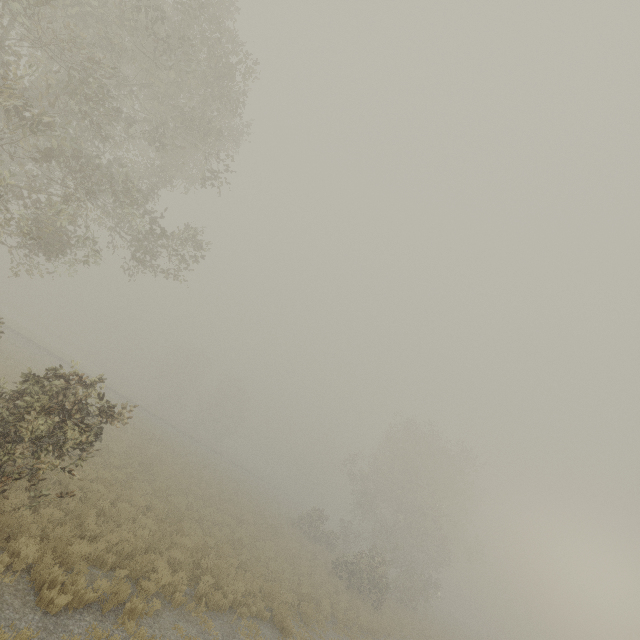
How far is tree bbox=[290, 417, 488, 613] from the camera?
24.9 meters

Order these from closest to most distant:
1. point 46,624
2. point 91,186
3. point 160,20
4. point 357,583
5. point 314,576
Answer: point 46,624, point 160,20, point 91,186, point 314,576, point 357,583

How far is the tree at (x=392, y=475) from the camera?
24.9 meters
